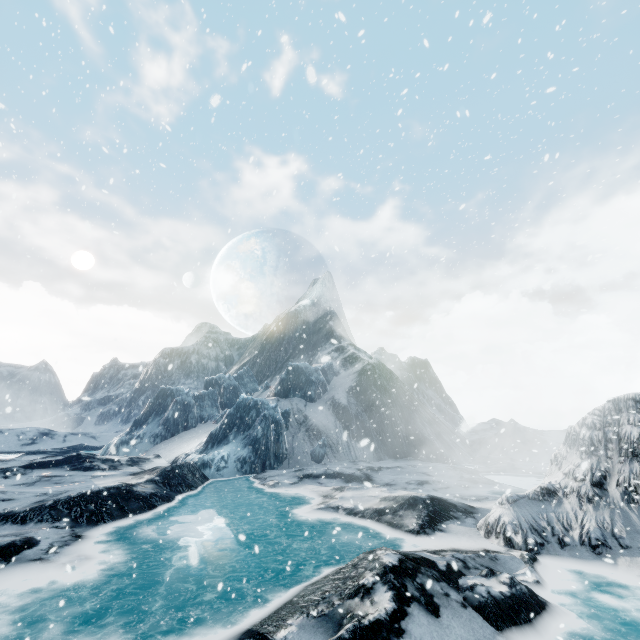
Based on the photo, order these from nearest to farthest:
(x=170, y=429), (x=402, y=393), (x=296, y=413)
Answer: (x=296, y=413) → (x=170, y=429) → (x=402, y=393)
